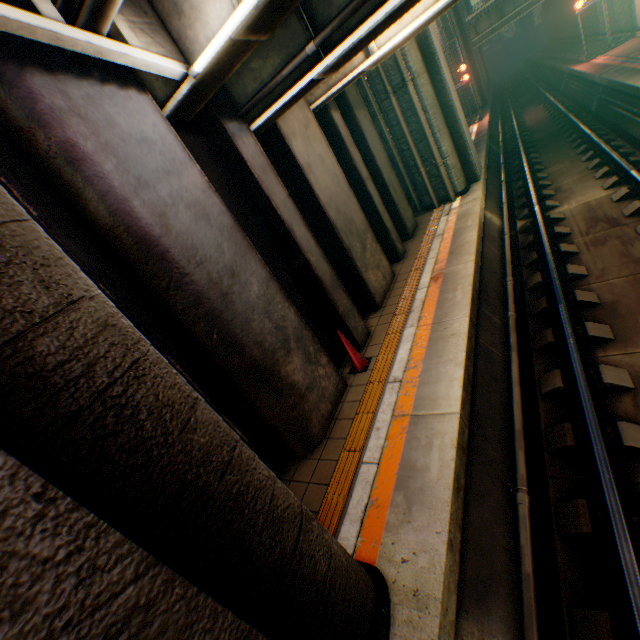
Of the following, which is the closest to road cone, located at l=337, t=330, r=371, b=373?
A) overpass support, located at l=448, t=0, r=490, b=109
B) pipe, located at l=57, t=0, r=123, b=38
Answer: overpass support, located at l=448, t=0, r=490, b=109

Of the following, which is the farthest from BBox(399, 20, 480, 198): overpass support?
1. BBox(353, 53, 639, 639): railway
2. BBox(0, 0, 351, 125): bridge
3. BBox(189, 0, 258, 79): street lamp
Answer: BBox(189, 0, 258, 79): street lamp

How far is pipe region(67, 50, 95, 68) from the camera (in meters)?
3.07

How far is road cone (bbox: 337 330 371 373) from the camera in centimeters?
554cm

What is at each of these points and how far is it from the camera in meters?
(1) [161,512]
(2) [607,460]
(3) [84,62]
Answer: (1) overpass support, 1.5 m
(2) railway, 3.5 m
(3) pipe, 3.1 m

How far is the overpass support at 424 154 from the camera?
9.4 meters

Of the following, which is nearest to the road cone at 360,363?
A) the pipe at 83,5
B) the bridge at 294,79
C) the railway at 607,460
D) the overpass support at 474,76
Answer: the railway at 607,460

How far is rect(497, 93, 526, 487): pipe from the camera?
4.01m
